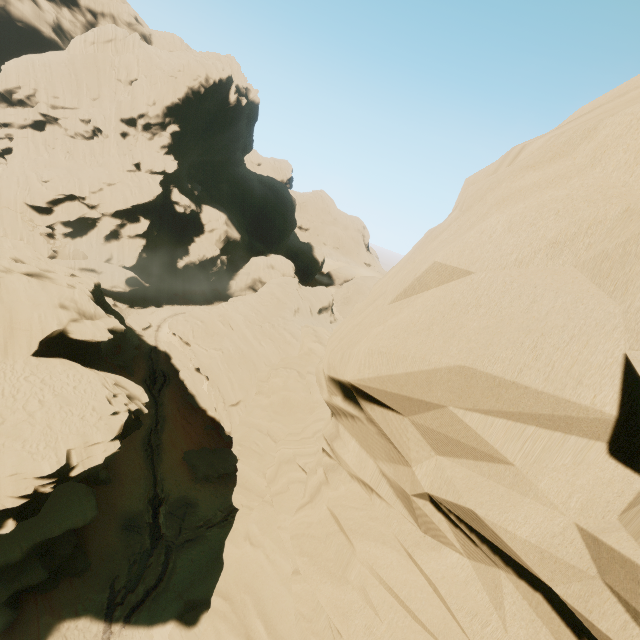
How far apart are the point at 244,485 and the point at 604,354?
16.7m

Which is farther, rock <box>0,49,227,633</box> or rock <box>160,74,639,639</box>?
rock <box>0,49,227,633</box>

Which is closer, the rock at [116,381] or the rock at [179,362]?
the rock at [179,362]
